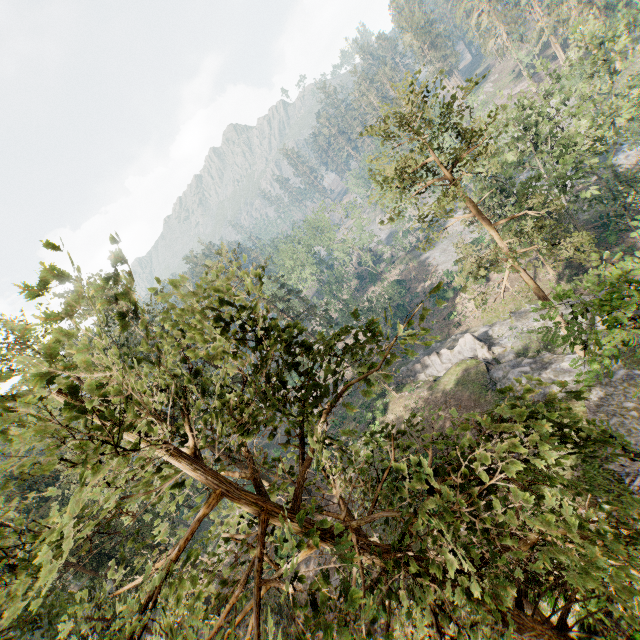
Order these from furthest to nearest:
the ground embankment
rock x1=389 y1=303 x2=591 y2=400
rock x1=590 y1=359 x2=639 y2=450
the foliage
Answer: rock x1=389 y1=303 x2=591 y2=400, rock x1=590 y1=359 x2=639 y2=450, the ground embankment, the foliage

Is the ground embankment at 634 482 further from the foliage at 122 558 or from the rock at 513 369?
the foliage at 122 558

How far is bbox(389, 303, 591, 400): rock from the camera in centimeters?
2544cm

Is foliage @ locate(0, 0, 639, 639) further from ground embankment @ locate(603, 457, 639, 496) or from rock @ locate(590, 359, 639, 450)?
ground embankment @ locate(603, 457, 639, 496)

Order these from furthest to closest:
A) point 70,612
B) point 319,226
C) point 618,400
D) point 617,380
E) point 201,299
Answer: point 319,226, point 617,380, point 618,400, point 70,612, point 201,299

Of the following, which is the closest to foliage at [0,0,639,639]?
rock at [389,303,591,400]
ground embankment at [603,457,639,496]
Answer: rock at [389,303,591,400]
